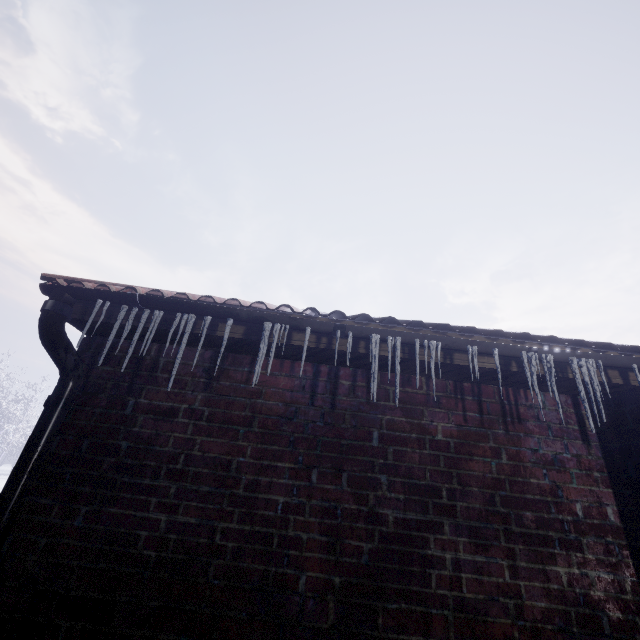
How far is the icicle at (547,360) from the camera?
1.41m

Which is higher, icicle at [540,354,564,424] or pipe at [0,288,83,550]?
icicle at [540,354,564,424]

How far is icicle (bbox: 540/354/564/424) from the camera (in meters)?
1.41

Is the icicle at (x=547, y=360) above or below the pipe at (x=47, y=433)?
above

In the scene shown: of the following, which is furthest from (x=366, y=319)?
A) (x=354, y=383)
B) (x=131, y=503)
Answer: (x=131, y=503)
